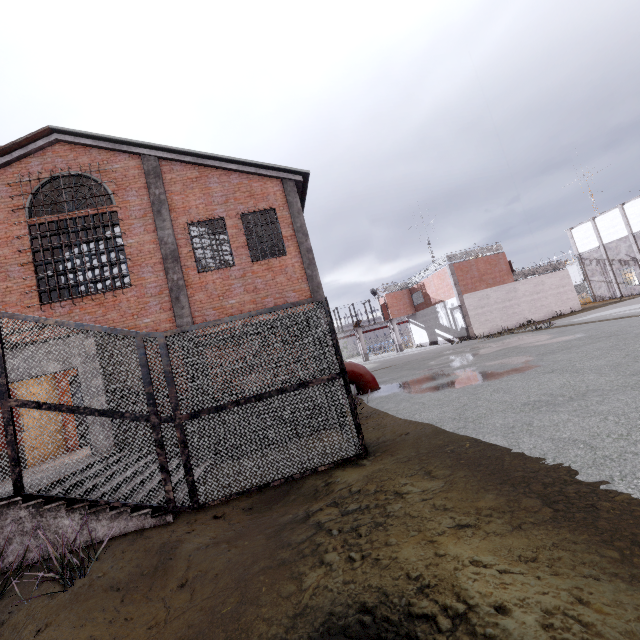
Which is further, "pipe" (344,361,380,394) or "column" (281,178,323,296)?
"pipe" (344,361,380,394)

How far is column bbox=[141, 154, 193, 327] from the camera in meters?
11.5 m

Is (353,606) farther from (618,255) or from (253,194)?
(618,255)

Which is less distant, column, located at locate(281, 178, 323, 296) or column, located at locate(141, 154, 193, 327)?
column, located at locate(141, 154, 193, 327)

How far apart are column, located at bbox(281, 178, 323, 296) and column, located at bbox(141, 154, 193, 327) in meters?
4.3 m

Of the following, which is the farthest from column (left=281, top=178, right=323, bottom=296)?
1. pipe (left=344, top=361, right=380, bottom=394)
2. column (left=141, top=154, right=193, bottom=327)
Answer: column (left=141, top=154, right=193, bottom=327)

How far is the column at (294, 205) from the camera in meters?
12.2

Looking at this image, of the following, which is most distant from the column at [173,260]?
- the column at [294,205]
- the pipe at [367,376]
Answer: the pipe at [367,376]
